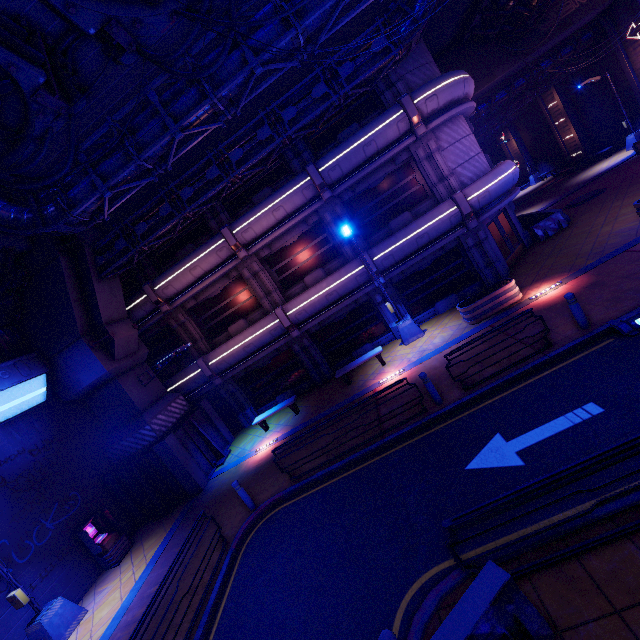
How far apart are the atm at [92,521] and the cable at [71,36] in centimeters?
1475cm

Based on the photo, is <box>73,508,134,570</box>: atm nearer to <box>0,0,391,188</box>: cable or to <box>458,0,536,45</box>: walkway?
<box>458,0,536,45</box>: walkway

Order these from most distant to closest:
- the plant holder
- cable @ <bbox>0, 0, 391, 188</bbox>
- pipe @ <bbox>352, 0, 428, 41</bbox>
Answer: the plant holder → pipe @ <bbox>352, 0, 428, 41</bbox> → cable @ <bbox>0, 0, 391, 188</bbox>

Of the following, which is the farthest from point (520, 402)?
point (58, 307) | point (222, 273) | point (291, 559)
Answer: point (58, 307)

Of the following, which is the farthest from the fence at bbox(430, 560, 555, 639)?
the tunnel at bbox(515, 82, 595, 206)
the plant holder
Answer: the tunnel at bbox(515, 82, 595, 206)

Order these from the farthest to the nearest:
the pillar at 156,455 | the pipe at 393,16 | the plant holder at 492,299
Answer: the pillar at 156,455
the plant holder at 492,299
the pipe at 393,16

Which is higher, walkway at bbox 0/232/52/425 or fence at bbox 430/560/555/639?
walkway at bbox 0/232/52/425

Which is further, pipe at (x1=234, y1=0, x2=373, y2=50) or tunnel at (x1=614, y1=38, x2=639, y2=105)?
tunnel at (x1=614, y1=38, x2=639, y2=105)
